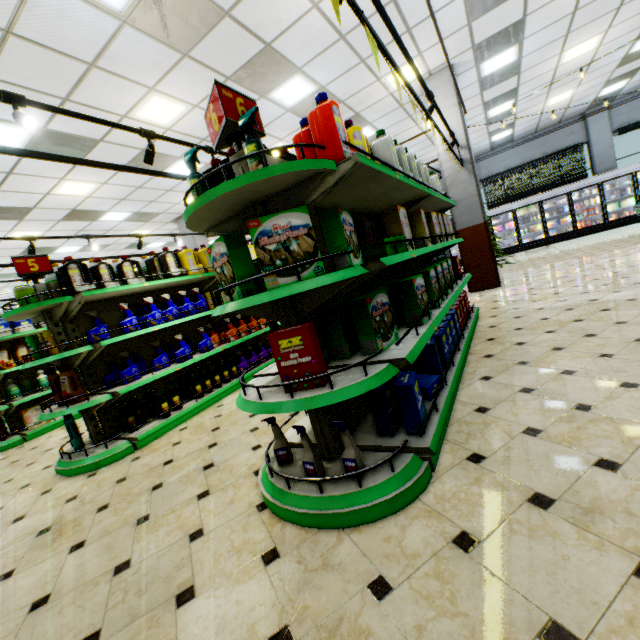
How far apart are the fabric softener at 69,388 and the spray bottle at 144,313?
0.9 meters

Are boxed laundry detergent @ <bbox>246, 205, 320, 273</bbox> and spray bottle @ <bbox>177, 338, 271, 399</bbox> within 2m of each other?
no

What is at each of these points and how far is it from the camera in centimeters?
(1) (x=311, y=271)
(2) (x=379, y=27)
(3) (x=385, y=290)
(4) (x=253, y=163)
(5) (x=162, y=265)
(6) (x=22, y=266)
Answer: (1) boxed laundry detergent, 175cm
(2) building, 525cm
(3) boxed laundry detergent, 232cm
(4) spray bottle, 173cm
(5) liquid laundry detergent, 460cm
(6) sign, 360cm

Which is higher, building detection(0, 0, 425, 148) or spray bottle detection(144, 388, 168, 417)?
building detection(0, 0, 425, 148)

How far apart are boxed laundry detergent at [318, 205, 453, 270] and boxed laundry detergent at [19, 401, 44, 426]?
7.3 meters

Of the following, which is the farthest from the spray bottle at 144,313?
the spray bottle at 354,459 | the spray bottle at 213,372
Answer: the spray bottle at 354,459

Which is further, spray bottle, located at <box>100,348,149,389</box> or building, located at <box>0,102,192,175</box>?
building, located at <box>0,102,192,175</box>

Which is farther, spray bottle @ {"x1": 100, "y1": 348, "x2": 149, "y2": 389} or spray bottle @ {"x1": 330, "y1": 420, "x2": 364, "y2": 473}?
spray bottle @ {"x1": 100, "y1": 348, "x2": 149, "y2": 389}
